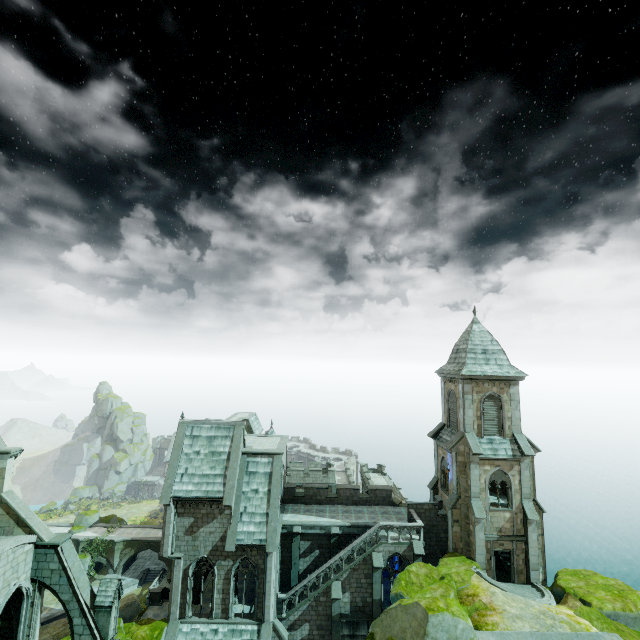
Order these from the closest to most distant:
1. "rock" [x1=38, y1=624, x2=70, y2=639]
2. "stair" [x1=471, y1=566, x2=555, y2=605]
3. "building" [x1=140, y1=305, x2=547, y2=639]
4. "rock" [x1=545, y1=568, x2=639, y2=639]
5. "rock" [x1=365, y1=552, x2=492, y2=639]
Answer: "rock" [x1=365, y1=552, x2=492, y2=639], "rock" [x1=545, y1=568, x2=639, y2=639], "stair" [x1=471, y1=566, x2=555, y2=605], "building" [x1=140, y1=305, x2=547, y2=639], "rock" [x1=38, y1=624, x2=70, y2=639]

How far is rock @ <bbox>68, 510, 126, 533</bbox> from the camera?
49.0m

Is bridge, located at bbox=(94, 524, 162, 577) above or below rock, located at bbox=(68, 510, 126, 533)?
below

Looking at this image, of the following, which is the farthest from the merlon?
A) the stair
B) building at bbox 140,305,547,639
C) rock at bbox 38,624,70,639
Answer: the stair

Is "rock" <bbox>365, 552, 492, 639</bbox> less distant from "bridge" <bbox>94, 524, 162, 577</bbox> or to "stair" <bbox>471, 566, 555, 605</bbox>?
"stair" <bbox>471, 566, 555, 605</bbox>

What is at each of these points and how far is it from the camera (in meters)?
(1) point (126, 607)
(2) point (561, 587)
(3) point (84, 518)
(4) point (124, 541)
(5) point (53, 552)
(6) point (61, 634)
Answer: (1) rock, 31.47
(2) rock, 22.50
(3) rock, 50.31
(4) bridge, 47.06
(5) building, 19.33
(6) rock, 29.69

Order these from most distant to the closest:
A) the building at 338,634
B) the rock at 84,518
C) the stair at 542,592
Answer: the rock at 84,518 → the building at 338,634 → the stair at 542,592

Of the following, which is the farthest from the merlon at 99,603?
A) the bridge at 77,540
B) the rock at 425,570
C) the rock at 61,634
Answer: the bridge at 77,540
